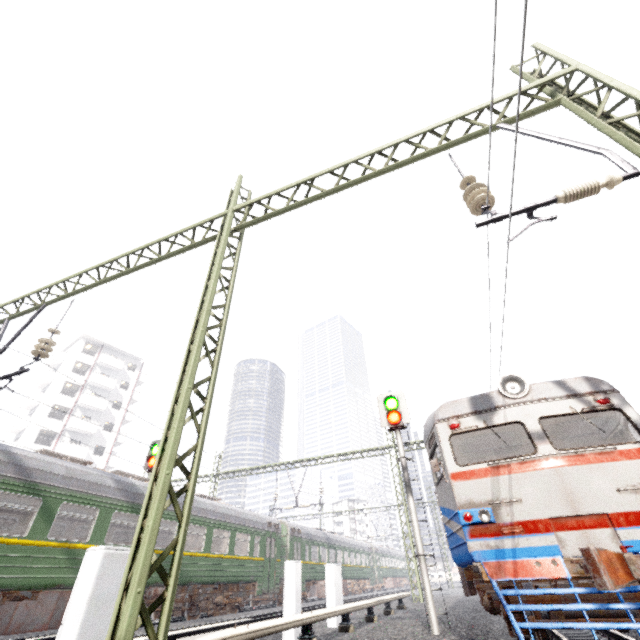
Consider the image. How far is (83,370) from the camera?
42.22m

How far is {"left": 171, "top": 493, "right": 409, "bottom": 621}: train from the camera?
14.0 meters

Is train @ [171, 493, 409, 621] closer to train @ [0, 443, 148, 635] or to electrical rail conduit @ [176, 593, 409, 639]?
train @ [0, 443, 148, 635]

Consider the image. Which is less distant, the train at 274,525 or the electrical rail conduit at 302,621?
the electrical rail conduit at 302,621

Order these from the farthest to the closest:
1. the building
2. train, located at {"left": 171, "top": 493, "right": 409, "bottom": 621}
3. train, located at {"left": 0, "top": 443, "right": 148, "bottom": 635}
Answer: the building, train, located at {"left": 171, "top": 493, "right": 409, "bottom": 621}, train, located at {"left": 0, "top": 443, "right": 148, "bottom": 635}

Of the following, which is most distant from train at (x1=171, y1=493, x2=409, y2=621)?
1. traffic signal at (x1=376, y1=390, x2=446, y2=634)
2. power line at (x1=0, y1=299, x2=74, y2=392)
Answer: power line at (x1=0, y1=299, x2=74, y2=392)

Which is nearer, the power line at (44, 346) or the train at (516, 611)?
the train at (516, 611)

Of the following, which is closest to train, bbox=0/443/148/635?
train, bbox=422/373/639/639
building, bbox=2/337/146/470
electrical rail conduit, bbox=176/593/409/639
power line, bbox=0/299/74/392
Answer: power line, bbox=0/299/74/392
